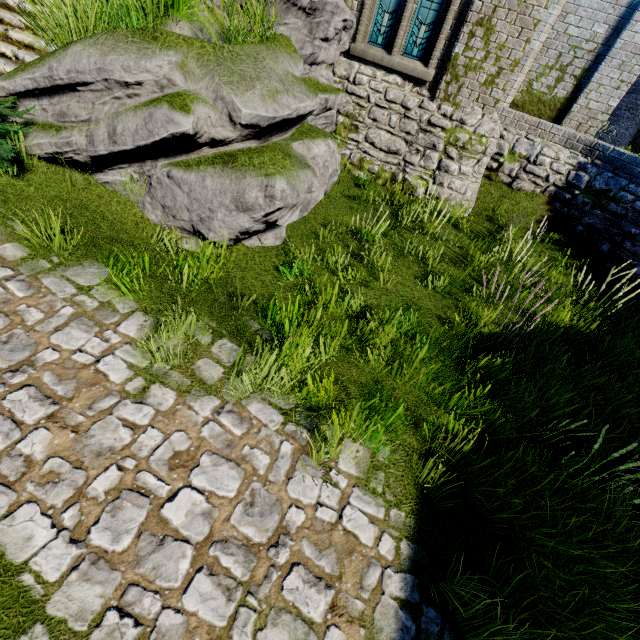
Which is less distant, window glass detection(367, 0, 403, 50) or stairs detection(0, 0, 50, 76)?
stairs detection(0, 0, 50, 76)

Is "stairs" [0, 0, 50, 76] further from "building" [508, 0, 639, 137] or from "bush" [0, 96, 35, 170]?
"building" [508, 0, 639, 137]

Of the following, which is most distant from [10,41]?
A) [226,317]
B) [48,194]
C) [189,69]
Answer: [226,317]

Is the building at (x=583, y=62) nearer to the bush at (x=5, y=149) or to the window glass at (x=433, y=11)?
the window glass at (x=433, y=11)

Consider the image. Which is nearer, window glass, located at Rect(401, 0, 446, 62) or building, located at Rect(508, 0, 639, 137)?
window glass, located at Rect(401, 0, 446, 62)

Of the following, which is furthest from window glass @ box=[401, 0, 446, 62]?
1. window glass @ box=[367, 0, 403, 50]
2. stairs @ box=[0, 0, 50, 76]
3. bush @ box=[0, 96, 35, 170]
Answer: bush @ box=[0, 96, 35, 170]

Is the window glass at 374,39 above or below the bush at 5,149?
above

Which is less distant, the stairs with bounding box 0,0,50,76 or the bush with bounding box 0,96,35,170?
the bush with bounding box 0,96,35,170
